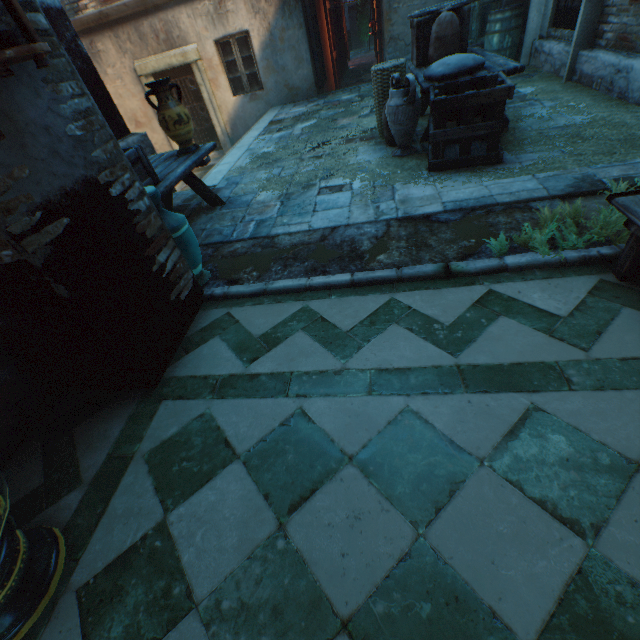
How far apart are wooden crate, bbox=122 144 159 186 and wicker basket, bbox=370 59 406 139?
3.4 meters

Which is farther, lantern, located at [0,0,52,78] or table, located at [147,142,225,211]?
table, located at [147,142,225,211]

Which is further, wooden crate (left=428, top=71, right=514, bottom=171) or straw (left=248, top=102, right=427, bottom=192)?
straw (left=248, top=102, right=427, bottom=192)

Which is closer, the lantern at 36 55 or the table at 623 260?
the lantern at 36 55

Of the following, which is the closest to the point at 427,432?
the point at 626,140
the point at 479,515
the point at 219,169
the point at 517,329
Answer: the point at 479,515

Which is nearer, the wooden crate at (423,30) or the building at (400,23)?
the wooden crate at (423,30)

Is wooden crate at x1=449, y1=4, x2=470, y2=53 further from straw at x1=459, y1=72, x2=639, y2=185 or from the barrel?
the barrel

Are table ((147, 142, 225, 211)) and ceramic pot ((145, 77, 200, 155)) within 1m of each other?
yes
